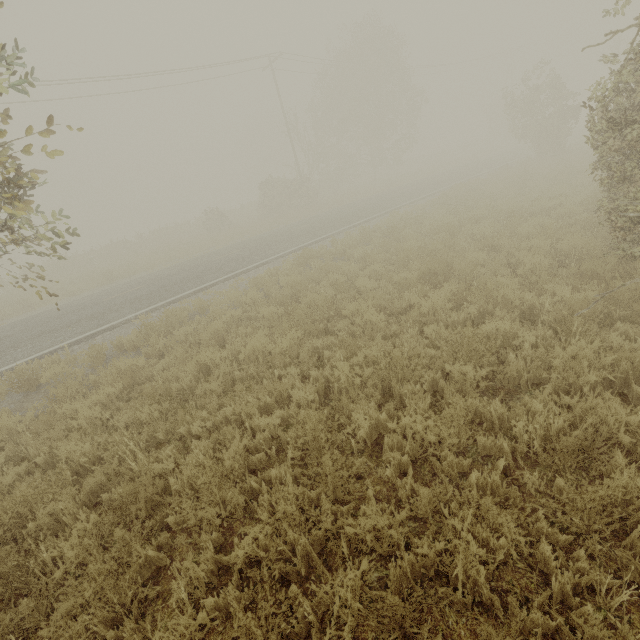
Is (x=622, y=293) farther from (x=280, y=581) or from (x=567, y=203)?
(x=567, y=203)
